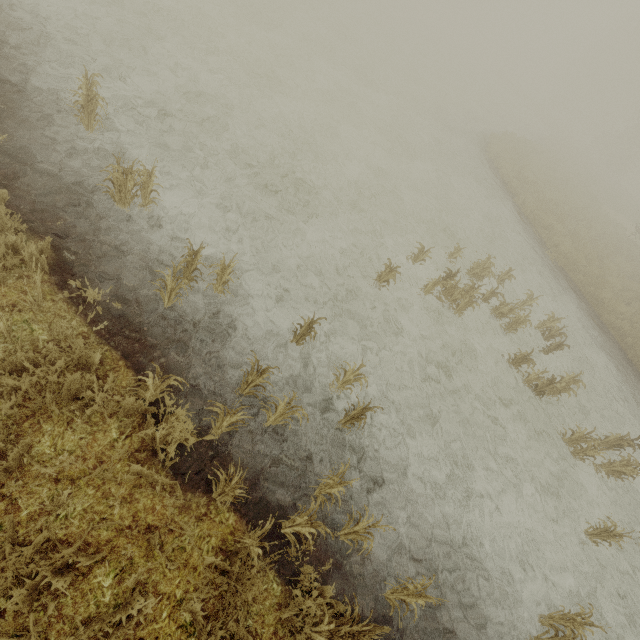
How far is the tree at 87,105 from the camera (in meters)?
4.60

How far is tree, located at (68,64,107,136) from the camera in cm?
460

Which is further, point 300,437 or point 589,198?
point 589,198
